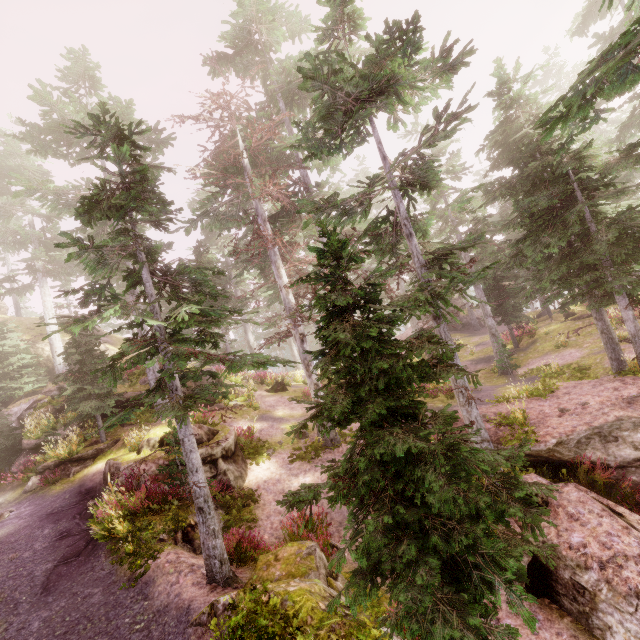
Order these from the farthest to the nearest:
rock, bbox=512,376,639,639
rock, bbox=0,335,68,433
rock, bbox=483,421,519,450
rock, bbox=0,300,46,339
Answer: rock, bbox=0,300,46,339
rock, bbox=0,335,68,433
rock, bbox=483,421,519,450
rock, bbox=512,376,639,639

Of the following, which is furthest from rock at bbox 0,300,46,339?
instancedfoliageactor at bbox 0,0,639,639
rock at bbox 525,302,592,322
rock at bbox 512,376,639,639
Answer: rock at bbox 525,302,592,322

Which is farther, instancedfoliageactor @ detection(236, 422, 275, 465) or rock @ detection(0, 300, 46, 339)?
rock @ detection(0, 300, 46, 339)

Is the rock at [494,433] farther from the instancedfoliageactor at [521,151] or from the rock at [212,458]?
the rock at [212,458]

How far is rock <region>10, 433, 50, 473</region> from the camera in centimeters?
1555cm

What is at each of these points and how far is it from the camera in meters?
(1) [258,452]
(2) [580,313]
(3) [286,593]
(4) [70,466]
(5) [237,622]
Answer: (1) instancedfoliageactor, 14.8
(2) rock, 24.6
(3) rock, 5.7
(4) rock, 14.3
(5) instancedfoliageactor, 5.2

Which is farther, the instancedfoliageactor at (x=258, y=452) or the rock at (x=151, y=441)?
the instancedfoliageactor at (x=258, y=452)

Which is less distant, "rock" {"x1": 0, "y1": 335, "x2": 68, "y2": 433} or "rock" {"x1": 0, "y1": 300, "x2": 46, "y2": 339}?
"rock" {"x1": 0, "y1": 335, "x2": 68, "y2": 433}
